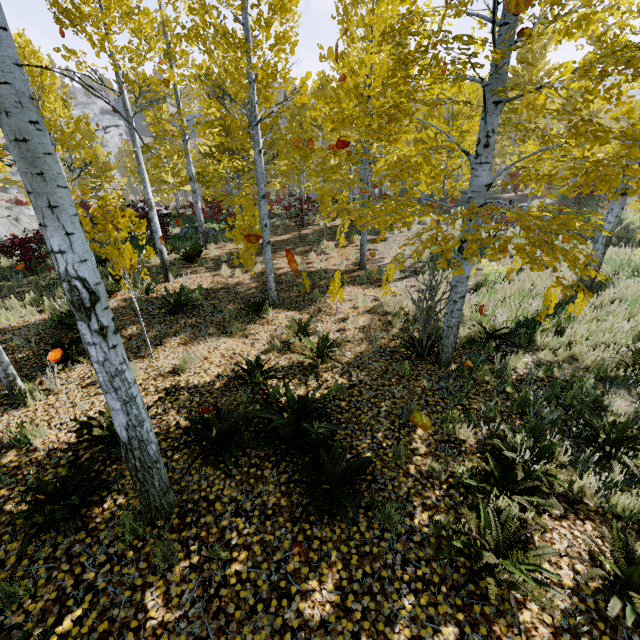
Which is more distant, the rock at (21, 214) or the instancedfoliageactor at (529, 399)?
the rock at (21, 214)

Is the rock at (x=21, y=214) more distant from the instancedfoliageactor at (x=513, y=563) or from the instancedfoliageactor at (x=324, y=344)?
the instancedfoliageactor at (x=513, y=563)

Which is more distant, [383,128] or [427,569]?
[383,128]

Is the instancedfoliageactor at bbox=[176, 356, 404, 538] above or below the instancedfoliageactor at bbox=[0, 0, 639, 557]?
below

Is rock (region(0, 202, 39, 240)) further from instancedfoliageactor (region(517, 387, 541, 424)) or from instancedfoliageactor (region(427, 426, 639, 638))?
instancedfoliageactor (region(427, 426, 639, 638))

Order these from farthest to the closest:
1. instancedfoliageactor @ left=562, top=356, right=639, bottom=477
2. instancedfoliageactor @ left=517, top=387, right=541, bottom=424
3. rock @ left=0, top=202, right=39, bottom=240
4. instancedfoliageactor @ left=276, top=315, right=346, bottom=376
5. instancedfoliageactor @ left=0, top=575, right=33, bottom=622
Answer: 1. rock @ left=0, top=202, right=39, bottom=240
2. instancedfoliageactor @ left=276, top=315, right=346, bottom=376
3. instancedfoliageactor @ left=517, top=387, right=541, bottom=424
4. instancedfoliageactor @ left=562, top=356, right=639, bottom=477
5. instancedfoliageactor @ left=0, top=575, right=33, bottom=622

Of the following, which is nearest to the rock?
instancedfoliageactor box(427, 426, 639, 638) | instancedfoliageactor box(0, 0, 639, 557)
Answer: instancedfoliageactor box(0, 0, 639, 557)
